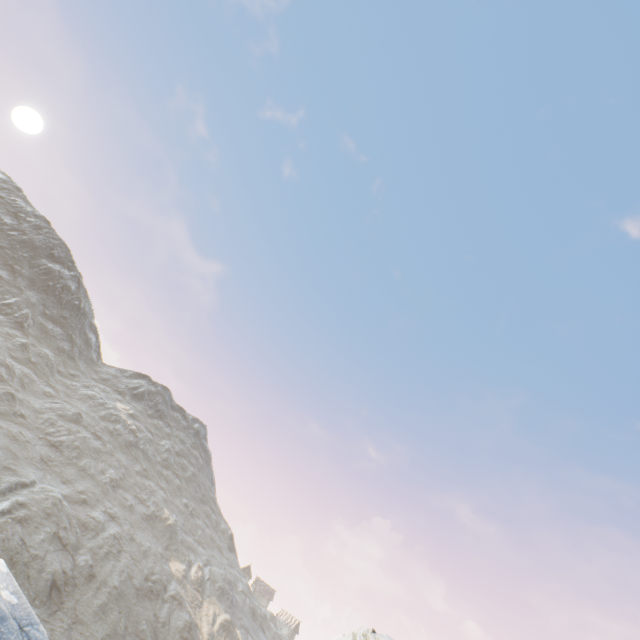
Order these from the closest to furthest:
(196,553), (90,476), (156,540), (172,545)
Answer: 1. (90,476)
2. (156,540)
3. (172,545)
4. (196,553)

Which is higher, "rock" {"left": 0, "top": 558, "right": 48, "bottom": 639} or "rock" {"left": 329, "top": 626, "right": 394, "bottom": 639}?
"rock" {"left": 329, "top": 626, "right": 394, "bottom": 639}

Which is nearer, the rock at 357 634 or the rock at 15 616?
the rock at 357 634

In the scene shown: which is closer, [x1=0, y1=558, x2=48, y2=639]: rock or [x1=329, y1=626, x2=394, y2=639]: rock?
[x1=329, y1=626, x2=394, y2=639]: rock

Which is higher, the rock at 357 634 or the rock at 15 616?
the rock at 357 634
